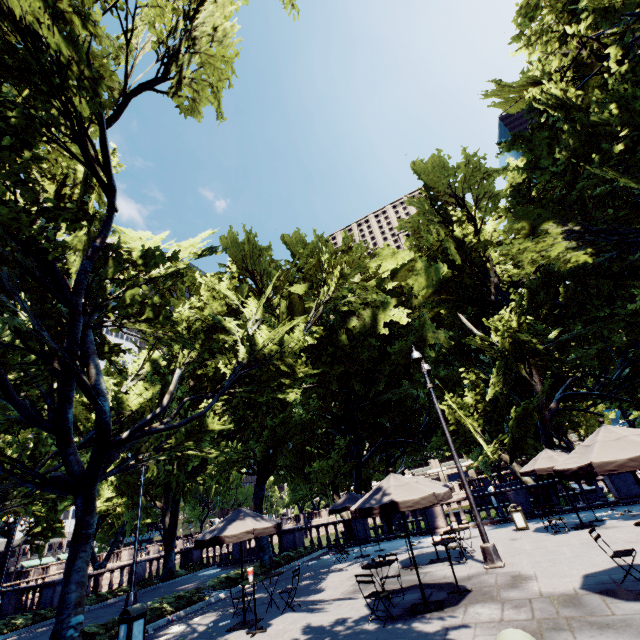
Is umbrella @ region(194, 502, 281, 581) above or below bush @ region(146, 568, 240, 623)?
above

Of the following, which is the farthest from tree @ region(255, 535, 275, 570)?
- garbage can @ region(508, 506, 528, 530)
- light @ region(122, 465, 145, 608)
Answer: garbage can @ region(508, 506, 528, 530)

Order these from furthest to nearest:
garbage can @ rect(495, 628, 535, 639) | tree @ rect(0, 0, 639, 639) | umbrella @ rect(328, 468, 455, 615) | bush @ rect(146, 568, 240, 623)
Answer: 1. bush @ rect(146, 568, 240, 623)
2. tree @ rect(0, 0, 639, 639)
3. umbrella @ rect(328, 468, 455, 615)
4. garbage can @ rect(495, 628, 535, 639)

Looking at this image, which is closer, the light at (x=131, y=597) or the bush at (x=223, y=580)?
the bush at (x=223, y=580)

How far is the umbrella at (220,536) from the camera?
9.4m

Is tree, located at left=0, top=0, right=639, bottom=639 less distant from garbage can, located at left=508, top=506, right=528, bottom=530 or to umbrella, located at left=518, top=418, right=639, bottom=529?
garbage can, located at left=508, top=506, right=528, bottom=530

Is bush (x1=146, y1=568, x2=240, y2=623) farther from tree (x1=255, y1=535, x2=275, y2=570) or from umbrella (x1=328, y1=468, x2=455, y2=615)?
umbrella (x1=328, y1=468, x2=455, y2=615)

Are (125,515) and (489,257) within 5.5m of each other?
no
